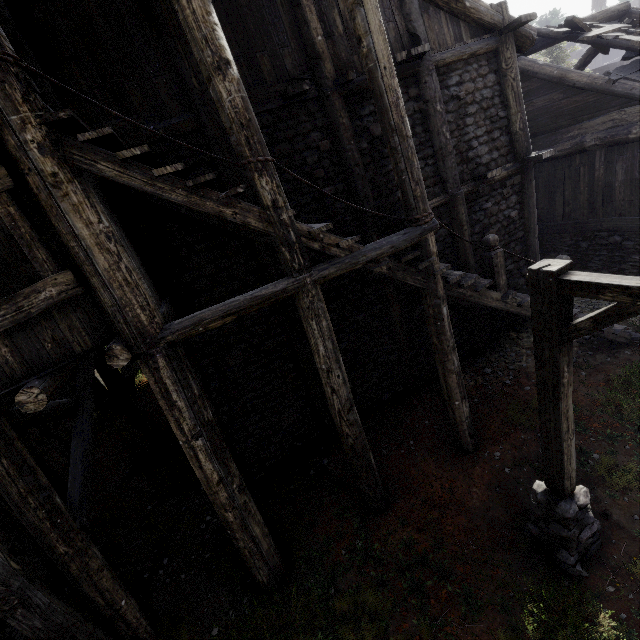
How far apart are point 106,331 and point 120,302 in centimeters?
58cm

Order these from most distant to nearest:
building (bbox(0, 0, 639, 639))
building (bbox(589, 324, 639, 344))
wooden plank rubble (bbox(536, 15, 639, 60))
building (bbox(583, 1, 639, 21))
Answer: building (bbox(583, 1, 639, 21))
wooden plank rubble (bbox(536, 15, 639, 60))
building (bbox(589, 324, 639, 344))
building (bbox(0, 0, 639, 639))

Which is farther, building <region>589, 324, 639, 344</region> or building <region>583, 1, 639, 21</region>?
building <region>583, 1, 639, 21</region>

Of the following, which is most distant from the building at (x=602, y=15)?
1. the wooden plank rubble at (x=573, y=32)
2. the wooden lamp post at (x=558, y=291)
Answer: the wooden lamp post at (x=558, y=291)

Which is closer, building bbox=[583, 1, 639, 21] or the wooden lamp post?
the wooden lamp post

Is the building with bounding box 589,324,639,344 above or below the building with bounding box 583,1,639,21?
below

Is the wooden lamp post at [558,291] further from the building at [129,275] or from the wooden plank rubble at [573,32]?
the wooden plank rubble at [573,32]

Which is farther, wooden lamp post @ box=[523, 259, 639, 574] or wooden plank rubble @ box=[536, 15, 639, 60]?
wooden plank rubble @ box=[536, 15, 639, 60]
